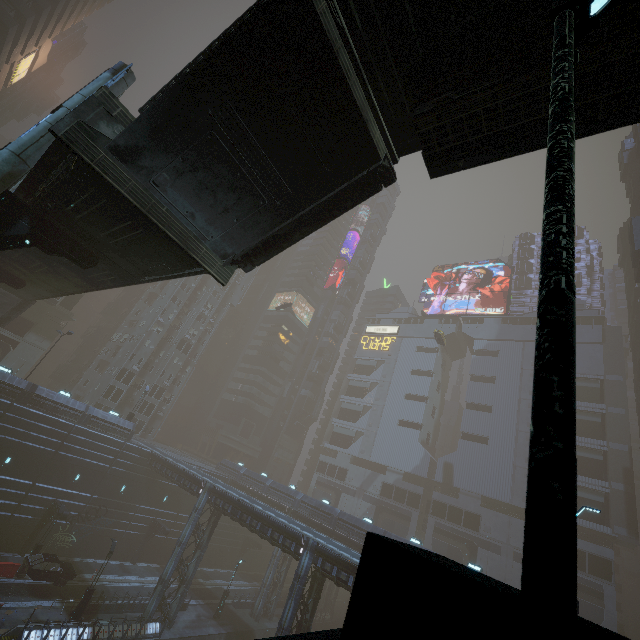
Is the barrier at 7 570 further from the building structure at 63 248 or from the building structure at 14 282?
the building structure at 63 248

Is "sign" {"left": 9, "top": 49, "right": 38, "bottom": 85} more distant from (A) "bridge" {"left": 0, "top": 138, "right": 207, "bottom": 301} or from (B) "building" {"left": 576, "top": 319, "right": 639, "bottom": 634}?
(A) "bridge" {"left": 0, "top": 138, "right": 207, "bottom": 301}

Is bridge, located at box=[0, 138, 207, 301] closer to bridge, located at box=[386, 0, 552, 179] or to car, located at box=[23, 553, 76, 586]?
bridge, located at box=[386, 0, 552, 179]

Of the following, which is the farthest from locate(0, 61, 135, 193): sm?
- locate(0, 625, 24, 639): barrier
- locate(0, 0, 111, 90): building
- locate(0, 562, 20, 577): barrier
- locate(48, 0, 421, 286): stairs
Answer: A: locate(0, 562, 20, 577): barrier

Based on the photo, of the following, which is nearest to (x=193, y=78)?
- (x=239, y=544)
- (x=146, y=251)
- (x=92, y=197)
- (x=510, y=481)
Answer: (x=92, y=197)

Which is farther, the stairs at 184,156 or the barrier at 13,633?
the barrier at 13,633

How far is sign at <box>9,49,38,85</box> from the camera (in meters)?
53.50

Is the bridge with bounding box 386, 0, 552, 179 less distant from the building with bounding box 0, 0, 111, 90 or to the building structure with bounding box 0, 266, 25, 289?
the building with bounding box 0, 0, 111, 90
